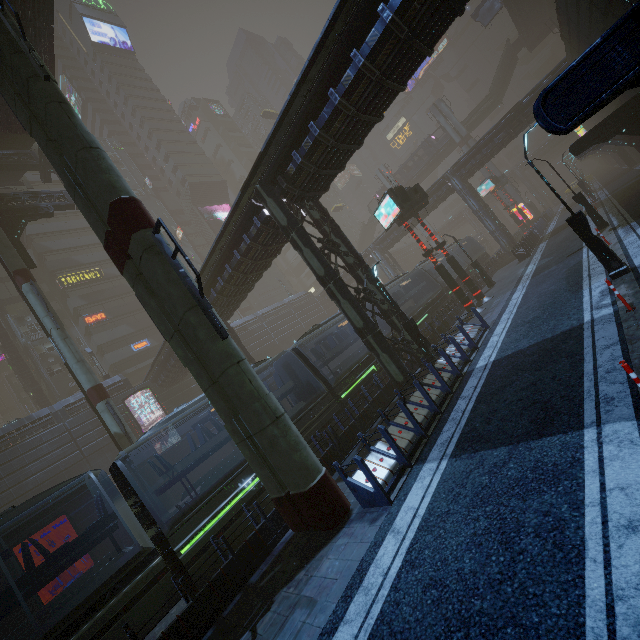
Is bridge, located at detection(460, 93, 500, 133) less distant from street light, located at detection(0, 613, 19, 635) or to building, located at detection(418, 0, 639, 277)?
building, located at detection(418, 0, 639, 277)

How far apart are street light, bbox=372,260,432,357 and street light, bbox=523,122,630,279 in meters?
6.6

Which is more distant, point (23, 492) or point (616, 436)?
point (23, 492)

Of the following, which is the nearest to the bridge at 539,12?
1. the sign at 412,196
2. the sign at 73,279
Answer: the sign at 412,196

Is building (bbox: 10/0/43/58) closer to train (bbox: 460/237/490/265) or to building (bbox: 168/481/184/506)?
building (bbox: 168/481/184/506)

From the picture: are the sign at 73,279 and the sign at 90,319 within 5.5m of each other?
yes

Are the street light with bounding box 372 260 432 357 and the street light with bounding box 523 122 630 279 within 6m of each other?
no

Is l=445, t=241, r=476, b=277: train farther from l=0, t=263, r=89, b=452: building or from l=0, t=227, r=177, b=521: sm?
l=0, t=227, r=177, b=521: sm
